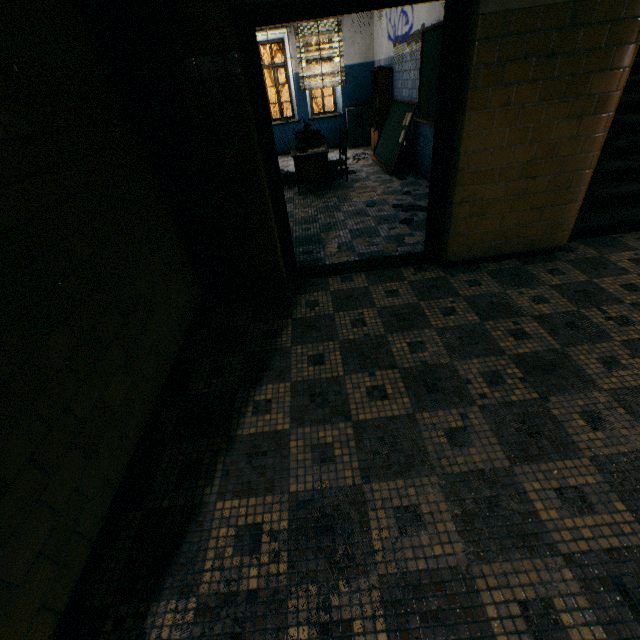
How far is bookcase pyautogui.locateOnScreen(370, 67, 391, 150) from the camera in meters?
7.3 m

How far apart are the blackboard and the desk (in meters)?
1.22

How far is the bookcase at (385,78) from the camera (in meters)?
7.32

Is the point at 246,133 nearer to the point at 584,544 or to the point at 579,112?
the point at 579,112

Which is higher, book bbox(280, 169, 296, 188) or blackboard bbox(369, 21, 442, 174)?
blackboard bbox(369, 21, 442, 174)

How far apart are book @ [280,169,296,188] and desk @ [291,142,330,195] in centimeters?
7cm

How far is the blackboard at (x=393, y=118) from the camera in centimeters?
503cm

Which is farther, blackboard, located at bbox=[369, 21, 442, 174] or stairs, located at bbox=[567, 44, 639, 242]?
blackboard, located at bbox=[369, 21, 442, 174]
